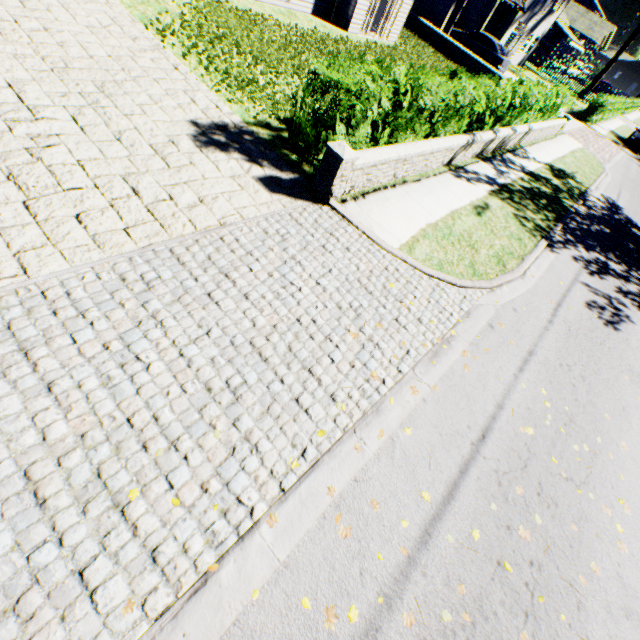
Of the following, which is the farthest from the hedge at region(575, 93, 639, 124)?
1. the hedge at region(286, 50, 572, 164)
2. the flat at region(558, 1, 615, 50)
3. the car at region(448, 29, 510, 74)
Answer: the hedge at region(286, 50, 572, 164)

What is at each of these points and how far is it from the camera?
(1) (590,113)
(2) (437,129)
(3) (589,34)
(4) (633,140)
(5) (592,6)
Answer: (1) hedge, 25.4 meters
(2) hedge, 8.4 meters
(3) flat, 44.5 meters
(4) car, 26.4 meters
(5) house, 57.8 meters

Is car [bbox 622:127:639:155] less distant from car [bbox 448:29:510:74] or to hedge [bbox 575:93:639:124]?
hedge [bbox 575:93:639:124]

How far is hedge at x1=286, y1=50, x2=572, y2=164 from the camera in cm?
548

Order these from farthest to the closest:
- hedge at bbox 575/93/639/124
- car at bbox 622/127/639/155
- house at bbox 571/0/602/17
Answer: house at bbox 571/0/602/17 < car at bbox 622/127/639/155 < hedge at bbox 575/93/639/124

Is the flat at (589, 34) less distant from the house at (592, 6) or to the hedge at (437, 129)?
the house at (592, 6)

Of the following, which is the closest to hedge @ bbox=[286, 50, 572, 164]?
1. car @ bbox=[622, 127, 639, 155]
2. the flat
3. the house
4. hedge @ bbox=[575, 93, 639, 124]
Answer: hedge @ bbox=[575, 93, 639, 124]

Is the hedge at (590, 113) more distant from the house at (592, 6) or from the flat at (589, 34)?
the house at (592, 6)
